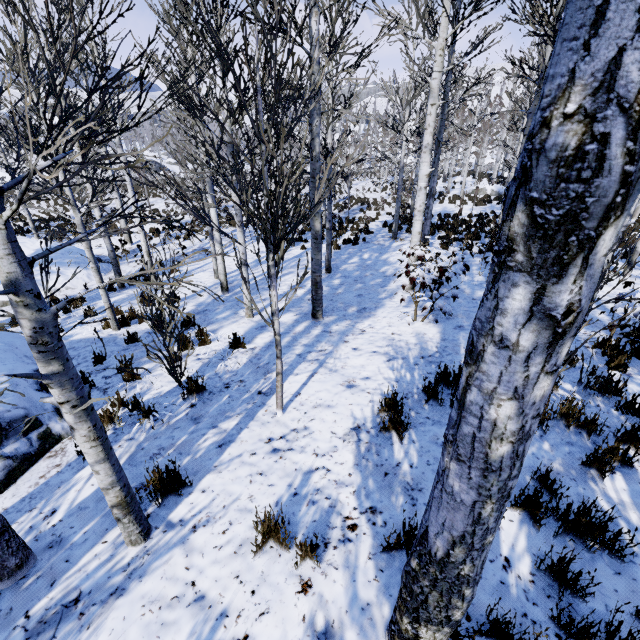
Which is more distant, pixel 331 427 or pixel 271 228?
pixel 331 427

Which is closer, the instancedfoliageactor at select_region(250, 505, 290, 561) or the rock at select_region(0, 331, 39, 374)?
the instancedfoliageactor at select_region(250, 505, 290, 561)

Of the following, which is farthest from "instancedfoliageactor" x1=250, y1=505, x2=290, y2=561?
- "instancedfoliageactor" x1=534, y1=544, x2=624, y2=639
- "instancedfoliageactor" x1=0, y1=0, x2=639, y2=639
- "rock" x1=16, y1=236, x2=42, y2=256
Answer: "rock" x1=16, y1=236, x2=42, y2=256

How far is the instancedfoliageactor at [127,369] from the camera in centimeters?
245cm

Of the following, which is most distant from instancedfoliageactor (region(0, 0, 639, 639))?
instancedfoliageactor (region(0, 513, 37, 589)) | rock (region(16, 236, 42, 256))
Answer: rock (region(16, 236, 42, 256))

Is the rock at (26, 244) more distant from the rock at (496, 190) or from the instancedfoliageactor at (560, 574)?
the rock at (496, 190)

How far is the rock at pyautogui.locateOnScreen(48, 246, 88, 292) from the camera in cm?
1237
